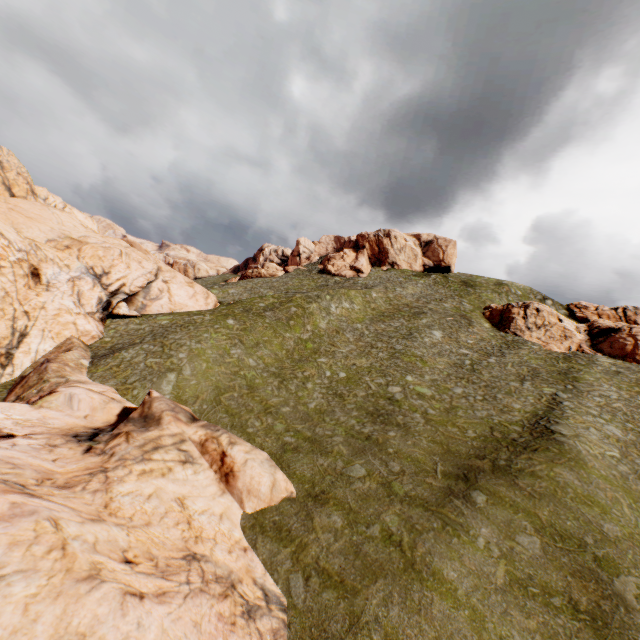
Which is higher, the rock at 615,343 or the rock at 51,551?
the rock at 615,343

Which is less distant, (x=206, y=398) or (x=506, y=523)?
(x=506, y=523)

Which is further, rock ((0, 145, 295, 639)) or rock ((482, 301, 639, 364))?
rock ((482, 301, 639, 364))

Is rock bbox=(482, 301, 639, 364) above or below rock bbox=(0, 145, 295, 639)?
above

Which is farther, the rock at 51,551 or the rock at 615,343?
the rock at 615,343
